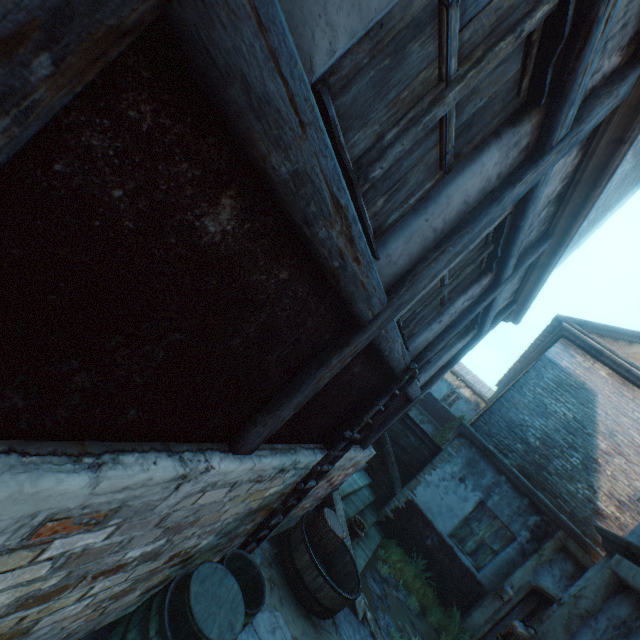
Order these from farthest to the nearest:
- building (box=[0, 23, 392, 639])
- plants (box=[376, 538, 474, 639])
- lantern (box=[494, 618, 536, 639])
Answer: plants (box=[376, 538, 474, 639]) → lantern (box=[494, 618, 536, 639]) → building (box=[0, 23, 392, 639])

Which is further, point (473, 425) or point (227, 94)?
point (473, 425)

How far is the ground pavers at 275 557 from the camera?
4.6 meters

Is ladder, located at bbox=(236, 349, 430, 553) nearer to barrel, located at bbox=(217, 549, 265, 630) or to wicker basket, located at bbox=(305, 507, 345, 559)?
barrel, located at bbox=(217, 549, 265, 630)

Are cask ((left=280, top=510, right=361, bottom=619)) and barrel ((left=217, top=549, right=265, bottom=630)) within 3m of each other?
yes

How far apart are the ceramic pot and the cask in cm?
56

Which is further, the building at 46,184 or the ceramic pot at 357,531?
the ceramic pot at 357,531

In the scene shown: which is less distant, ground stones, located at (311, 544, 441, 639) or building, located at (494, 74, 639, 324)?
building, located at (494, 74, 639, 324)
